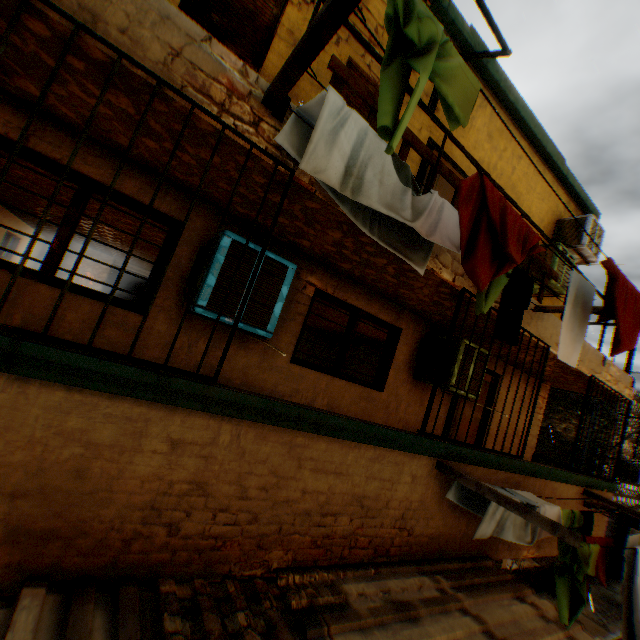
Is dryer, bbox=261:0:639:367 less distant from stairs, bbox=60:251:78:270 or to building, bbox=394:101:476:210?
building, bbox=394:101:476:210

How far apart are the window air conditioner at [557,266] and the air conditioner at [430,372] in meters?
2.1 m

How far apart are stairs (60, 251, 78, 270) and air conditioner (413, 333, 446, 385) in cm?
1581

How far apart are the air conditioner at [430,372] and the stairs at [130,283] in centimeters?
1930cm

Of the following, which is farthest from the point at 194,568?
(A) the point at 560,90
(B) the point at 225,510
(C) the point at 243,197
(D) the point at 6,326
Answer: (A) the point at 560,90

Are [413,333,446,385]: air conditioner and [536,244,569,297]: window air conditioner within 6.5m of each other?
yes

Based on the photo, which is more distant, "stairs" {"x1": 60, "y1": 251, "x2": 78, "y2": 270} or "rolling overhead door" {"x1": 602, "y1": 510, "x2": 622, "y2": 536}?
"rolling overhead door" {"x1": 602, "y1": 510, "x2": 622, "y2": 536}

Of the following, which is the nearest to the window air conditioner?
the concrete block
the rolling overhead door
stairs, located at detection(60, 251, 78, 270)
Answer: the rolling overhead door
